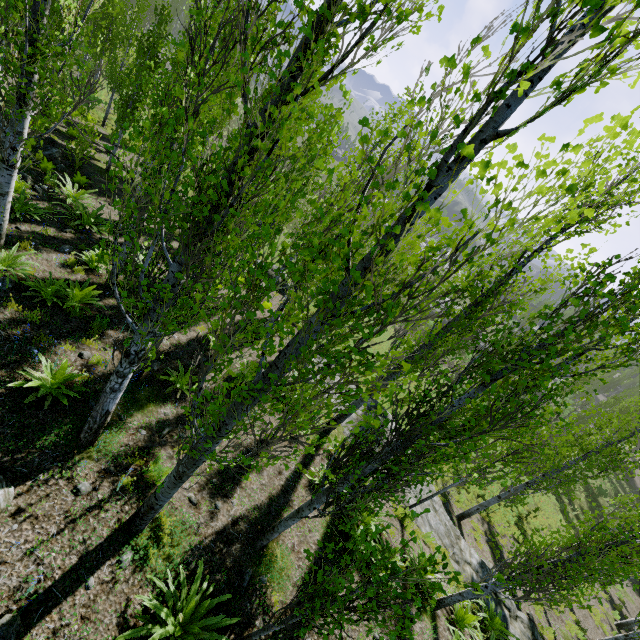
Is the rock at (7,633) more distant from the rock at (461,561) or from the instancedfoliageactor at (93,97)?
the rock at (461,561)

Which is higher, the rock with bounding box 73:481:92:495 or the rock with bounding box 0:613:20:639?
the rock with bounding box 0:613:20:639

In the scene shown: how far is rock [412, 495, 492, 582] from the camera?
11.5 meters

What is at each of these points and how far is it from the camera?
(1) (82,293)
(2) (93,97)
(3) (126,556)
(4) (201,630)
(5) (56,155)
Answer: (1) instancedfoliageactor, 7.9m
(2) instancedfoliageactor, 21.5m
(3) rock, 4.9m
(4) instancedfoliageactor, 4.7m
(5) rock, 12.8m

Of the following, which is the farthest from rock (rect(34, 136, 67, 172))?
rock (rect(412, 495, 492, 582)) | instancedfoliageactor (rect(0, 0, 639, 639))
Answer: rock (rect(412, 495, 492, 582))

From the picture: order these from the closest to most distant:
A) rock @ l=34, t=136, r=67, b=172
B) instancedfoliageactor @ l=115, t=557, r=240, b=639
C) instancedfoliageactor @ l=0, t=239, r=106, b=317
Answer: instancedfoliageactor @ l=115, t=557, r=240, b=639
instancedfoliageactor @ l=0, t=239, r=106, b=317
rock @ l=34, t=136, r=67, b=172

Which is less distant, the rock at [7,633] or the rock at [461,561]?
the rock at [7,633]
